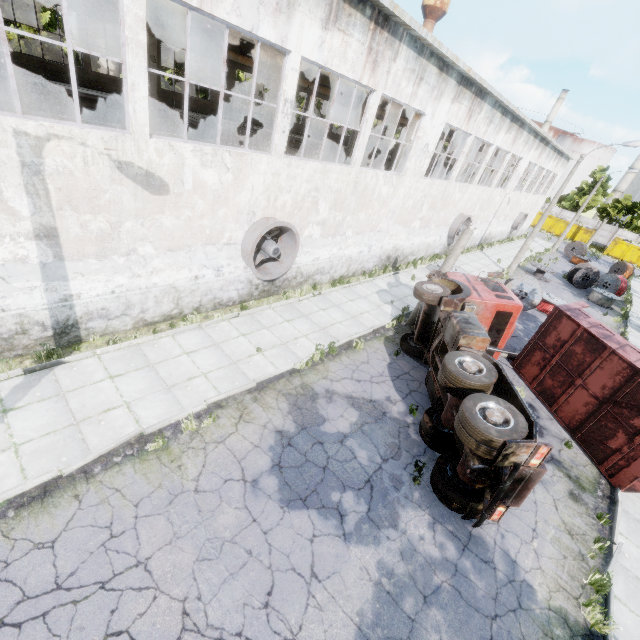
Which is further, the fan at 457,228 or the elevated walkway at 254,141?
the fan at 457,228

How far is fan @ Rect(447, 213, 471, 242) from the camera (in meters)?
23.09

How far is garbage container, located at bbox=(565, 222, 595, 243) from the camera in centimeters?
4984cm

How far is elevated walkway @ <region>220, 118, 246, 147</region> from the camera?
17.5 meters

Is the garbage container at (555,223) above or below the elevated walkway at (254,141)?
below

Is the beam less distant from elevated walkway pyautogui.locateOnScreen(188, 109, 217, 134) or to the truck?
elevated walkway pyautogui.locateOnScreen(188, 109, 217, 134)

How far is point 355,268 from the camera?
17.2m
